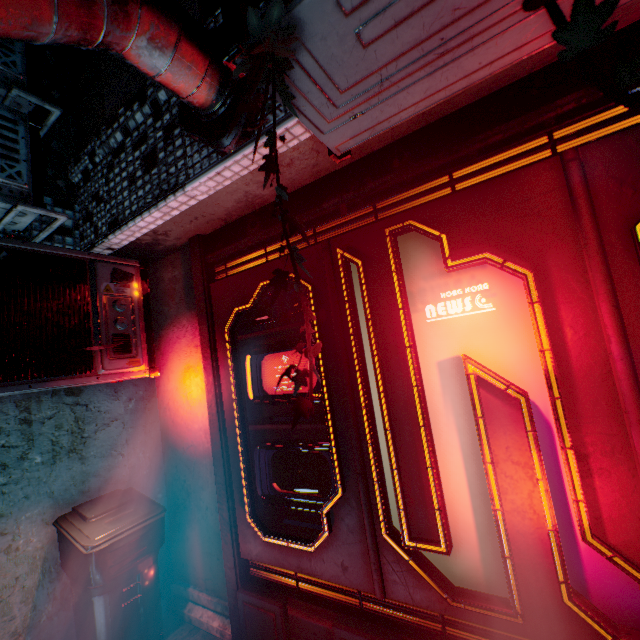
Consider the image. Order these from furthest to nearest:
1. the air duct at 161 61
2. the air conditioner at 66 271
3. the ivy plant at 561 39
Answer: the air conditioner at 66 271 < the air duct at 161 61 < the ivy plant at 561 39

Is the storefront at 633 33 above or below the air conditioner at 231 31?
above

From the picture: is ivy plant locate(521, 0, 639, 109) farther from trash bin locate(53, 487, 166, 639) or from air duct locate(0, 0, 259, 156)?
trash bin locate(53, 487, 166, 639)

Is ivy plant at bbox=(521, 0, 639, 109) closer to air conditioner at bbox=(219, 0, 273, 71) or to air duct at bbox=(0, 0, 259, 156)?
air conditioner at bbox=(219, 0, 273, 71)

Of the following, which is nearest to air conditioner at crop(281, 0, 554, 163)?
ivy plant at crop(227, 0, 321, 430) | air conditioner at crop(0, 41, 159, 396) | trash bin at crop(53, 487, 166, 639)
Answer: ivy plant at crop(227, 0, 321, 430)

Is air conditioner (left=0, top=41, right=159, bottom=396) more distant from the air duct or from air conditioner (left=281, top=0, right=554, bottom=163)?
air conditioner (left=281, top=0, right=554, bottom=163)

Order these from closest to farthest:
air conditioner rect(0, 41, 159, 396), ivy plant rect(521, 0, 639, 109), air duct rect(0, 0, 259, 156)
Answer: ivy plant rect(521, 0, 639, 109) < air duct rect(0, 0, 259, 156) < air conditioner rect(0, 41, 159, 396)

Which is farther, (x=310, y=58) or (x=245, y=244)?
(x=245, y=244)
